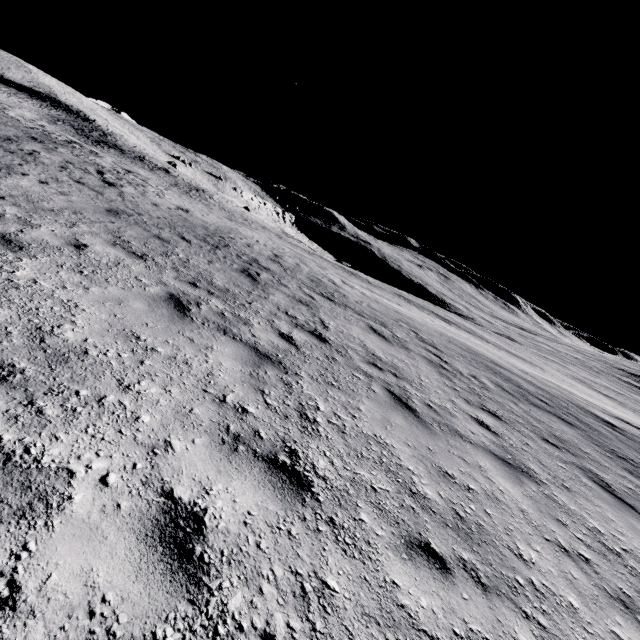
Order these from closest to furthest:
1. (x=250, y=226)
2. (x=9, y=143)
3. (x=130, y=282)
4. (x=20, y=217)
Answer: (x=130, y=282)
(x=20, y=217)
(x=9, y=143)
(x=250, y=226)
